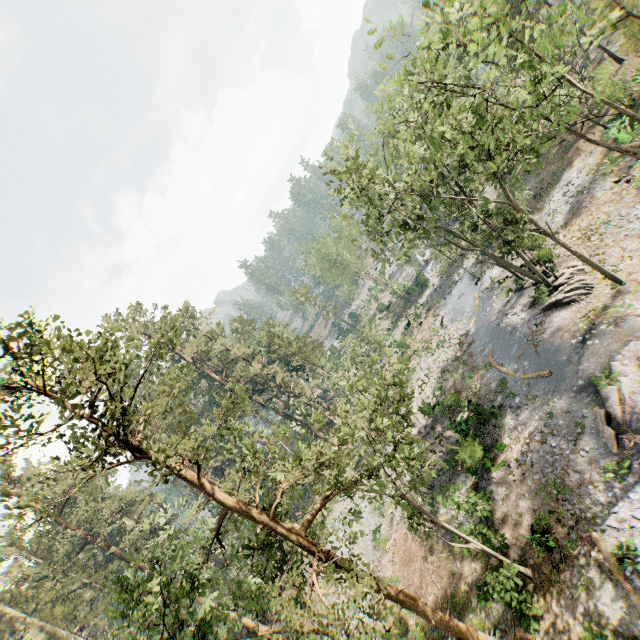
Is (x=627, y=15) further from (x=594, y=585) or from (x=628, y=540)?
(x=594, y=585)

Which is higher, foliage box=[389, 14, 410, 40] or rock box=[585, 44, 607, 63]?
foliage box=[389, 14, 410, 40]

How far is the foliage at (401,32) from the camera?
13.8 meters

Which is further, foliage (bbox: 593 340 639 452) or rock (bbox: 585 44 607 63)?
rock (bbox: 585 44 607 63)

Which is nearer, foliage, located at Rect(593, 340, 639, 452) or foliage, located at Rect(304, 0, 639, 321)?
foliage, located at Rect(304, 0, 639, 321)

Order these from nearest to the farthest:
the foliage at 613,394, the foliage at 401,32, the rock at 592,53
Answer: the foliage at 401,32 → the foliage at 613,394 → the rock at 592,53

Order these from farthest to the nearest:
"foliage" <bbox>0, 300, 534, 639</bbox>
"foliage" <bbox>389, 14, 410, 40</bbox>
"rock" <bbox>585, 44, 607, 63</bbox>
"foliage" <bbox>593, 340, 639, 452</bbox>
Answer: "rock" <bbox>585, 44, 607, 63</bbox>, "foliage" <bbox>593, 340, 639, 452</bbox>, "foliage" <bbox>389, 14, 410, 40</bbox>, "foliage" <bbox>0, 300, 534, 639</bbox>
